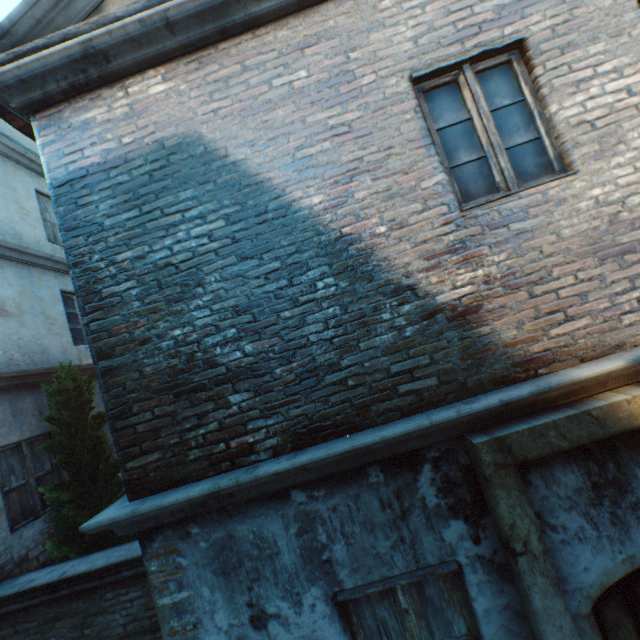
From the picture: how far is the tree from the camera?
4.9 meters

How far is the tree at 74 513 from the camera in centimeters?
490cm

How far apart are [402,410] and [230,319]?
1.66m

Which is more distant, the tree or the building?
the tree

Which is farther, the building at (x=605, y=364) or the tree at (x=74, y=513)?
the tree at (x=74, y=513)
